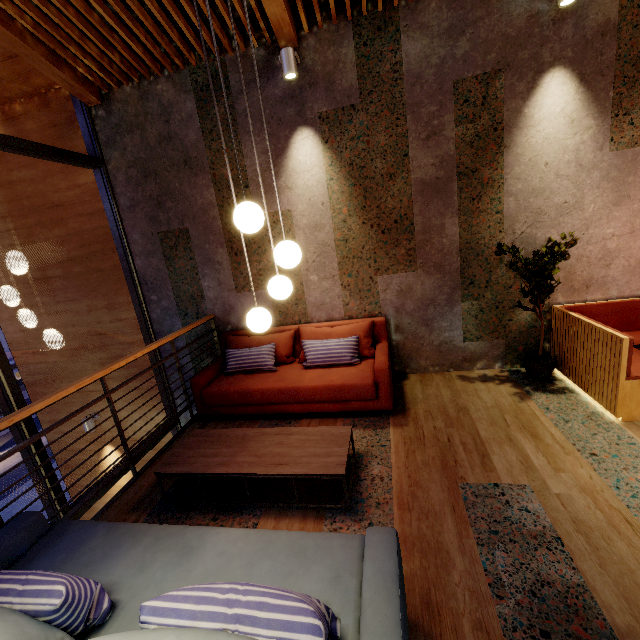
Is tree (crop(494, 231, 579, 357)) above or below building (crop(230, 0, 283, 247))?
below

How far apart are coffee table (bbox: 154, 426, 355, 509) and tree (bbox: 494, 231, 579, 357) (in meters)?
2.50

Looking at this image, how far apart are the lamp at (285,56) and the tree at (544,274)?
3.3m

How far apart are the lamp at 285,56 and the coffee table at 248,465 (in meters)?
3.75

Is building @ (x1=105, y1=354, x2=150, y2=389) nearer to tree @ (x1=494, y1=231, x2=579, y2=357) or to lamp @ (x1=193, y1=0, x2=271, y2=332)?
lamp @ (x1=193, y1=0, x2=271, y2=332)

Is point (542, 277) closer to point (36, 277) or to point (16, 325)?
point (36, 277)

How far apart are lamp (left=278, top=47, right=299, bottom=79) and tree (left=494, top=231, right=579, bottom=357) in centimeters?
331cm

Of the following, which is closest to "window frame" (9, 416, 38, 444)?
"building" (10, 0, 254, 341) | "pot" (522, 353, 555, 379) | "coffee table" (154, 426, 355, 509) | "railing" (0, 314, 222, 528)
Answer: "building" (10, 0, 254, 341)
